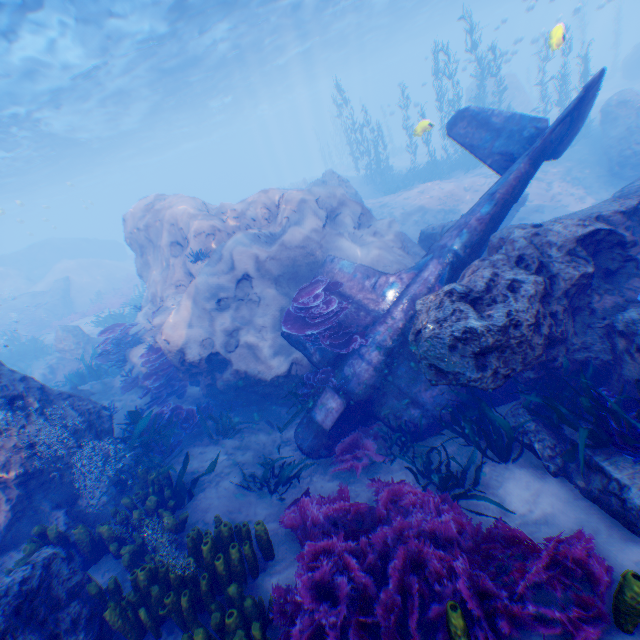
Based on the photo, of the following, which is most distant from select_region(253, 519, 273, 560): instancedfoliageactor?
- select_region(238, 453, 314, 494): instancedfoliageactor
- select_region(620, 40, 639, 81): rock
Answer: select_region(238, 453, 314, 494): instancedfoliageactor

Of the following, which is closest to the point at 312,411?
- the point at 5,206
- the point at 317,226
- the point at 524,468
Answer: the point at 524,468

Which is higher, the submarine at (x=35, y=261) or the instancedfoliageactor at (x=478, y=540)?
the submarine at (x=35, y=261)

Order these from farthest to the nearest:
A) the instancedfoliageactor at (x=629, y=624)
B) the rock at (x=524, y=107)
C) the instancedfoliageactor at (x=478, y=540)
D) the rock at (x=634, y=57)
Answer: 1. the rock at (x=524, y=107)
2. the rock at (x=634, y=57)
3. the instancedfoliageactor at (x=478, y=540)
4. the instancedfoliageactor at (x=629, y=624)

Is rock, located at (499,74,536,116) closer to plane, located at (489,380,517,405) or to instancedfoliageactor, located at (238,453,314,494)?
plane, located at (489,380,517,405)

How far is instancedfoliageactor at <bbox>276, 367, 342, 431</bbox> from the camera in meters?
7.3 m

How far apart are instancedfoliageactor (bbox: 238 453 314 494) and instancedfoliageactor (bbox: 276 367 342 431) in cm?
60

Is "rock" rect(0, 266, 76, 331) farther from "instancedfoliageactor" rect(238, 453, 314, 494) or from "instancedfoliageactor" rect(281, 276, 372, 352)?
"instancedfoliageactor" rect(238, 453, 314, 494)
